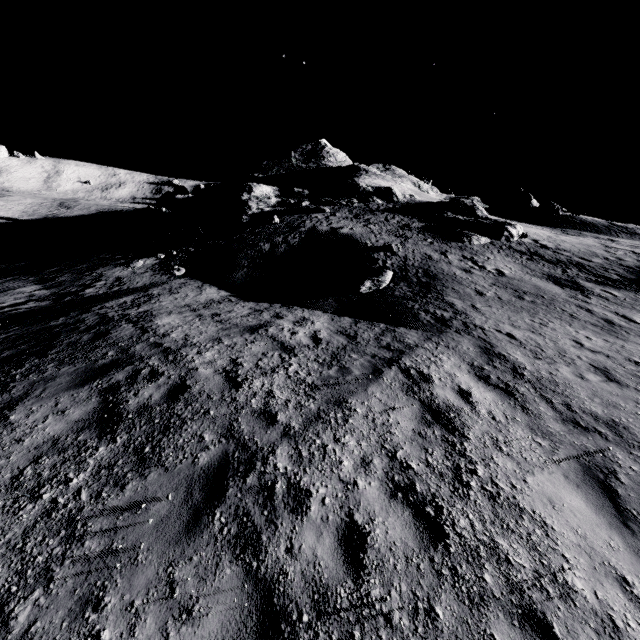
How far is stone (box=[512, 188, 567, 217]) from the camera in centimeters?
4494cm

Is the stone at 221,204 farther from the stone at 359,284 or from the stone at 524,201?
the stone at 524,201

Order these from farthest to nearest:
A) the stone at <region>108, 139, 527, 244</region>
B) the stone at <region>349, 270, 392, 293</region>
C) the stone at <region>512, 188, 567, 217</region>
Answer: the stone at <region>512, 188, 567, 217</region>
the stone at <region>108, 139, 527, 244</region>
the stone at <region>349, 270, 392, 293</region>

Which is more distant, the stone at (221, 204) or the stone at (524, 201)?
the stone at (524, 201)

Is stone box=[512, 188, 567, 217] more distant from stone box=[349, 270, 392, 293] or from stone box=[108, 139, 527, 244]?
stone box=[349, 270, 392, 293]

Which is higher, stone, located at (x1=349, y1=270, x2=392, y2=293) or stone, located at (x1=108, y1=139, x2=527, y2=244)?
stone, located at (x1=108, y1=139, x2=527, y2=244)

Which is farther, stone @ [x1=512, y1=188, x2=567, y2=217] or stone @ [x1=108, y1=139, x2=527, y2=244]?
stone @ [x1=512, y1=188, x2=567, y2=217]

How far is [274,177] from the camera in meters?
43.6
